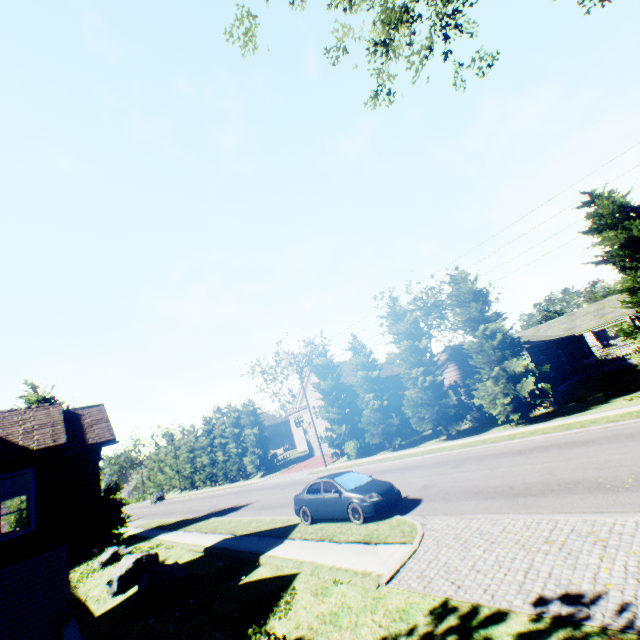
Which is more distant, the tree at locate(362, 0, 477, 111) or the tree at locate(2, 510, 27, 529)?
the tree at locate(2, 510, 27, 529)

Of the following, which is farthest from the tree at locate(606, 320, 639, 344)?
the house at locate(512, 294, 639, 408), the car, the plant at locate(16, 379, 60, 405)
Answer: the car

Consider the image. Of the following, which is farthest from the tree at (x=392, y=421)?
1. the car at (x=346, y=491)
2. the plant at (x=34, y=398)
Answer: the car at (x=346, y=491)

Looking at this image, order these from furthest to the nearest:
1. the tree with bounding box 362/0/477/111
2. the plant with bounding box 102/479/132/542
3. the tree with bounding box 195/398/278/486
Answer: the tree with bounding box 195/398/278/486 → the plant with bounding box 102/479/132/542 → the tree with bounding box 362/0/477/111

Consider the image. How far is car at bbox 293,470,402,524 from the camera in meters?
11.1

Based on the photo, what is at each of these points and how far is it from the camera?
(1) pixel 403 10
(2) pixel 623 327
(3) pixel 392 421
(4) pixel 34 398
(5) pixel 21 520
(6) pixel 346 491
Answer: (1) tree, 11.3m
(2) tree, 39.4m
(3) tree, 26.5m
(4) plant, 26.5m
(5) tree, 43.9m
(6) car, 11.8m

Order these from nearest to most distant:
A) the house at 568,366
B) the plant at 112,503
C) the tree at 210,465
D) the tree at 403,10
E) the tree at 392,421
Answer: the tree at 403,10 < the tree at 392,421 < the house at 568,366 < the plant at 112,503 < the tree at 210,465

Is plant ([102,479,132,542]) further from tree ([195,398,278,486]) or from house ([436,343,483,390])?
house ([436,343,483,390])
